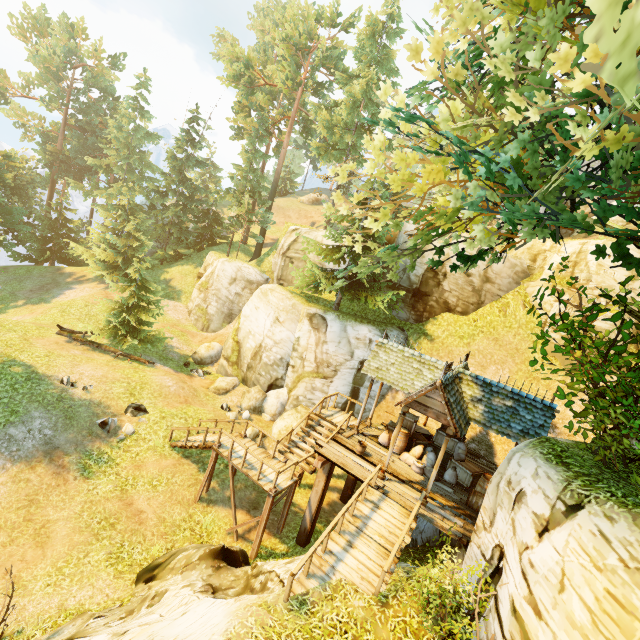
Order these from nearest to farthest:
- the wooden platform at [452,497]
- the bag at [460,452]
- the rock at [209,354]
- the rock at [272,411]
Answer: the wooden platform at [452,497] → the bag at [460,452] → the rock at [272,411] → the rock at [209,354]

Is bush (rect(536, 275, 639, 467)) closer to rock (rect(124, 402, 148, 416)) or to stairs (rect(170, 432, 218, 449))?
stairs (rect(170, 432, 218, 449))

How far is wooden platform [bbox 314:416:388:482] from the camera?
11.99m

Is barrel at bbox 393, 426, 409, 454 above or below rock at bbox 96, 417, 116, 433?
above

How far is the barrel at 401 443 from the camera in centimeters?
1405cm

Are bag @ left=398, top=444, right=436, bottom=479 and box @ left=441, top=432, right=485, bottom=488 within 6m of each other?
yes

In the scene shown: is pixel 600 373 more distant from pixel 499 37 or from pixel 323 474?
pixel 323 474

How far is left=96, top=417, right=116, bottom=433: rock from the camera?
14.4m
